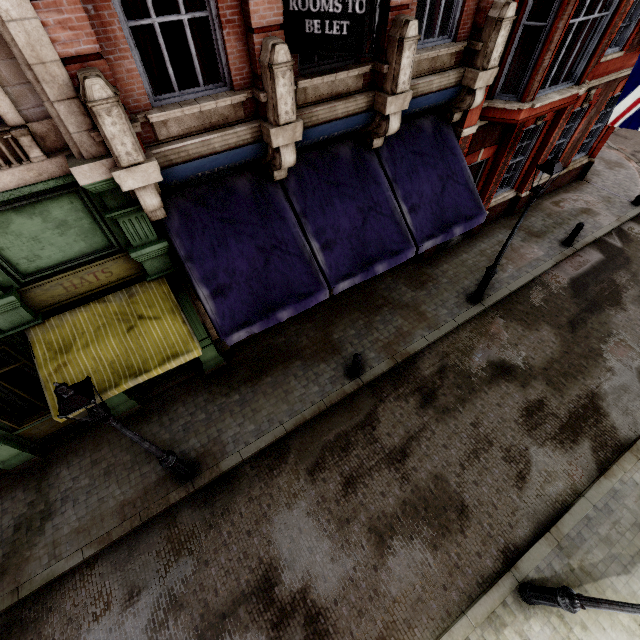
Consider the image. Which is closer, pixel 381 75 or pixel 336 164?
pixel 381 75

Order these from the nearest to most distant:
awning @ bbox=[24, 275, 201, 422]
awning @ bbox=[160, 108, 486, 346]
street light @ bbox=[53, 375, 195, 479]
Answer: street light @ bbox=[53, 375, 195, 479], awning @ bbox=[24, 275, 201, 422], awning @ bbox=[160, 108, 486, 346]

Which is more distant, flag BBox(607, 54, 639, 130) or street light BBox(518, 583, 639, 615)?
flag BBox(607, 54, 639, 130)

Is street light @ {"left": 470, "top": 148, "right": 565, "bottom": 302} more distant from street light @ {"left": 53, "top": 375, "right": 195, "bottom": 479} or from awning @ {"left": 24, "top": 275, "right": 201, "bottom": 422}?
street light @ {"left": 53, "top": 375, "right": 195, "bottom": 479}

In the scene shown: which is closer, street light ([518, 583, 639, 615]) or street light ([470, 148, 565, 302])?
street light ([518, 583, 639, 615])

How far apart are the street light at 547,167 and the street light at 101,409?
9.6m

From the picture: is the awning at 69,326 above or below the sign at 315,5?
below

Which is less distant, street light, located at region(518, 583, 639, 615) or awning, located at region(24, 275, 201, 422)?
street light, located at region(518, 583, 639, 615)
